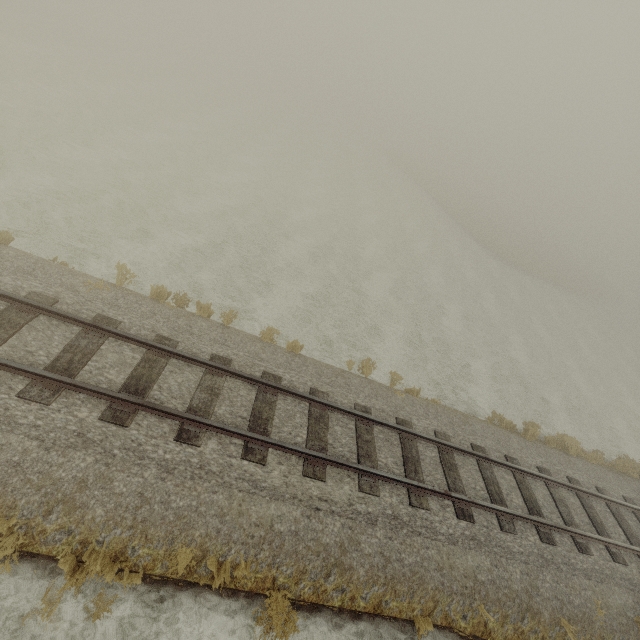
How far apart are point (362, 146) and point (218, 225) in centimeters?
4966cm
